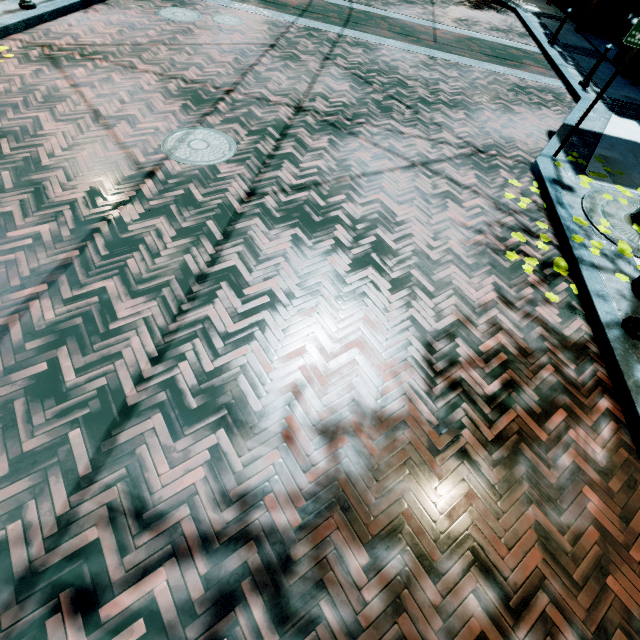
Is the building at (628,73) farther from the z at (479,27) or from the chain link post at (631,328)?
the chain link post at (631,328)

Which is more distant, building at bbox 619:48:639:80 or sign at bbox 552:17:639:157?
building at bbox 619:48:639:80

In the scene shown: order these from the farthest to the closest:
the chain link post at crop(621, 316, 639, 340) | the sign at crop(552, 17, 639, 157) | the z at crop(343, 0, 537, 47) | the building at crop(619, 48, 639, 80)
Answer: the z at crop(343, 0, 537, 47) → the building at crop(619, 48, 639, 80) → the sign at crop(552, 17, 639, 157) → the chain link post at crop(621, 316, 639, 340)

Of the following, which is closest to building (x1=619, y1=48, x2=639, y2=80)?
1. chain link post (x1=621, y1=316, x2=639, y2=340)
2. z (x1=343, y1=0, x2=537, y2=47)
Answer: z (x1=343, y1=0, x2=537, y2=47)

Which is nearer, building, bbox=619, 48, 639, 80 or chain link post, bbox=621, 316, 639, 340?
chain link post, bbox=621, 316, 639, 340

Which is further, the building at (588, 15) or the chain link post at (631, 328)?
the building at (588, 15)

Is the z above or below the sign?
below

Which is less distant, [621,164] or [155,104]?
[155,104]
